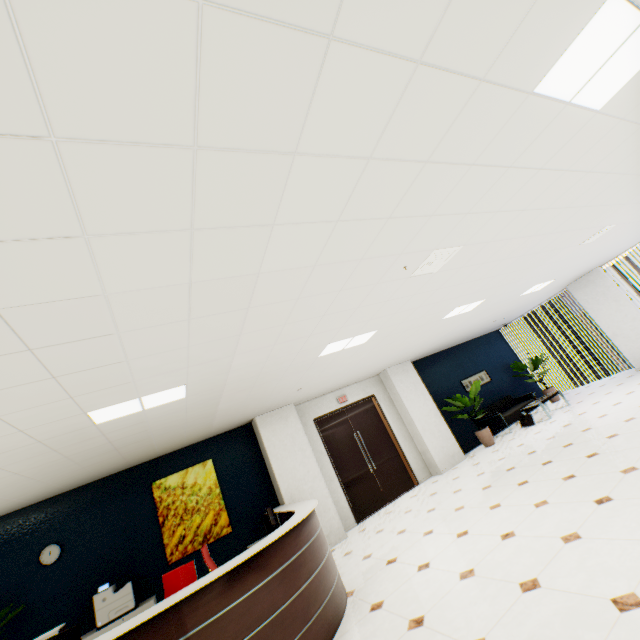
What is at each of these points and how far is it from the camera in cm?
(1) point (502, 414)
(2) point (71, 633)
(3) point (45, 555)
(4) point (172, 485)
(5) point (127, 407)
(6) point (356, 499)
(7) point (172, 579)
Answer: (1) sofa, 982
(2) monitor, 279
(3) clock, 536
(4) picture, 643
(5) light, 365
(6) door, 763
(7) chair, 412

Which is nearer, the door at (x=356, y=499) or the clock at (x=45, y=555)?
the clock at (x=45, y=555)

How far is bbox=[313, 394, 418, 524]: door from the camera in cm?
772

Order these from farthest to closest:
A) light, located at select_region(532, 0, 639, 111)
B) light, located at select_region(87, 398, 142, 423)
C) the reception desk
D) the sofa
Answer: the sofa → light, located at select_region(87, 398, 142, 423) → the reception desk → light, located at select_region(532, 0, 639, 111)

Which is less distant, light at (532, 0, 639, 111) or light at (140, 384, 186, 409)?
light at (532, 0, 639, 111)

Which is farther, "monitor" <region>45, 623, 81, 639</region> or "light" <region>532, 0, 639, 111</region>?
"monitor" <region>45, 623, 81, 639</region>

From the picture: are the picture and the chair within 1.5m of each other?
no

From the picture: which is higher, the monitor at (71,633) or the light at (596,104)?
the light at (596,104)
